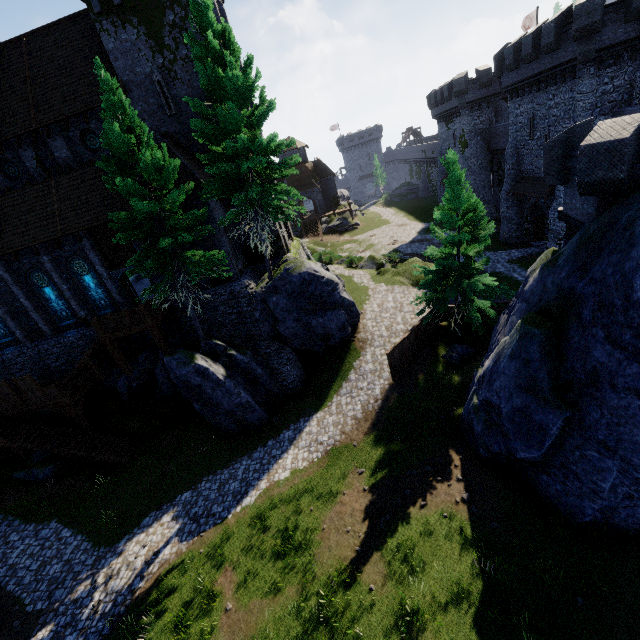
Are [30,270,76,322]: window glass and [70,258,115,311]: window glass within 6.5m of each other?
yes

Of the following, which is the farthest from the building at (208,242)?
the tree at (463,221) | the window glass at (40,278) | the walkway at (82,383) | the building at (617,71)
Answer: the building at (617,71)

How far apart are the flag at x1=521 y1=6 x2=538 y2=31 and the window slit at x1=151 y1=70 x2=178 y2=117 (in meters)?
42.38

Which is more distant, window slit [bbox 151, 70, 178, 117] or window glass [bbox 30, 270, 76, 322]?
window glass [bbox 30, 270, 76, 322]

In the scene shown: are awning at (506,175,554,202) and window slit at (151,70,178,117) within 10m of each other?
no

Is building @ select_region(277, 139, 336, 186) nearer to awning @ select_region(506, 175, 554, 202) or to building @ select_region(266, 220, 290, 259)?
building @ select_region(266, 220, 290, 259)

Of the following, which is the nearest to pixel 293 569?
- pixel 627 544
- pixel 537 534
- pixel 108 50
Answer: pixel 537 534

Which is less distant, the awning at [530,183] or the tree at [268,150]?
the tree at [268,150]
